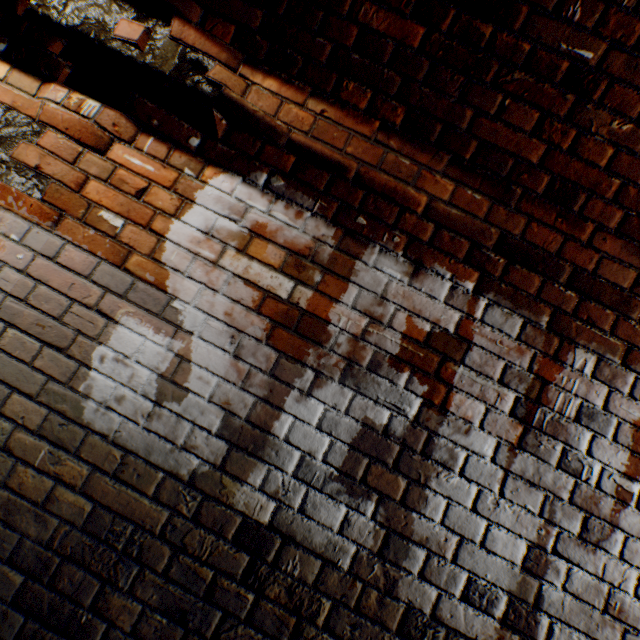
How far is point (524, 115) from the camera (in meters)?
1.25
